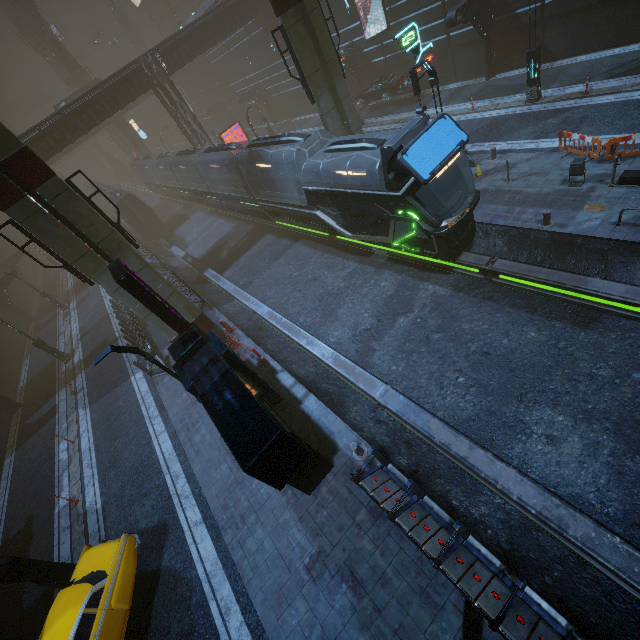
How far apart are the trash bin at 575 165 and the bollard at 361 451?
12.67m

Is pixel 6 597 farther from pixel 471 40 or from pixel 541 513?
pixel 471 40

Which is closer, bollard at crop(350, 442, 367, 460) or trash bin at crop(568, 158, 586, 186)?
bollard at crop(350, 442, 367, 460)

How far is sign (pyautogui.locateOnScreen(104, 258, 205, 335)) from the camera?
10.9m

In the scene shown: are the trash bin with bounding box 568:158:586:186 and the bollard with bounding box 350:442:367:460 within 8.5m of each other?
no

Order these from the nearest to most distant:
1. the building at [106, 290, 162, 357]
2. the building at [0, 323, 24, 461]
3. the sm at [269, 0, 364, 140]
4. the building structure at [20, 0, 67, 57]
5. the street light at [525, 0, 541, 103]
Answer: the sm at [269, 0, 364, 140], the street light at [525, 0, 541, 103], the building at [106, 290, 162, 357], the building at [0, 323, 24, 461], the building structure at [20, 0, 67, 57]

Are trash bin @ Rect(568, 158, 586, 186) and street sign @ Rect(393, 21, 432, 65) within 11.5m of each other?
yes

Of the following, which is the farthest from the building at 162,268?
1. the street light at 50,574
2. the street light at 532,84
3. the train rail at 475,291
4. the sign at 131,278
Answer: the street light at 532,84
